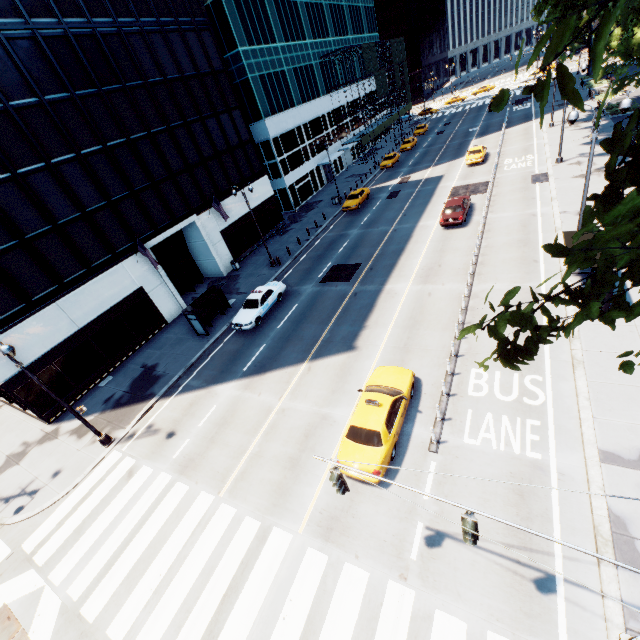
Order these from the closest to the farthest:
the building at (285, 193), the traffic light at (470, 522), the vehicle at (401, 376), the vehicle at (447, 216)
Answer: the traffic light at (470, 522) → the vehicle at (401, 376) → the building at (285, 193) → the vehicle at (447, 216)

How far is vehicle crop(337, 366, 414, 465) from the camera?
11.4 meters

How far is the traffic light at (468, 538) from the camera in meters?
6.0 m

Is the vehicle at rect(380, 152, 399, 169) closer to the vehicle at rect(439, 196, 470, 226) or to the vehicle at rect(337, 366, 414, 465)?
the vehicle at rect(439, 196, 470, 226)

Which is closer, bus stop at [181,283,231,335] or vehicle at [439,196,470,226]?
bus stop at [181,283,231,335]

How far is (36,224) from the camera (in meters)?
19.38

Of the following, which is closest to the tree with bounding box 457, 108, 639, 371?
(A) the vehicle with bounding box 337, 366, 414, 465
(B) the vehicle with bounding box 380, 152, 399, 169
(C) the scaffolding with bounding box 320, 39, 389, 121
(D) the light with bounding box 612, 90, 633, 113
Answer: (D) the light with bounding box 612, 90, 633, 113

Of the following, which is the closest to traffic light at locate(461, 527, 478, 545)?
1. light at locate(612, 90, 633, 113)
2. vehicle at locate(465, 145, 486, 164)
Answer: light at locate(612, 90, 633, 113)
